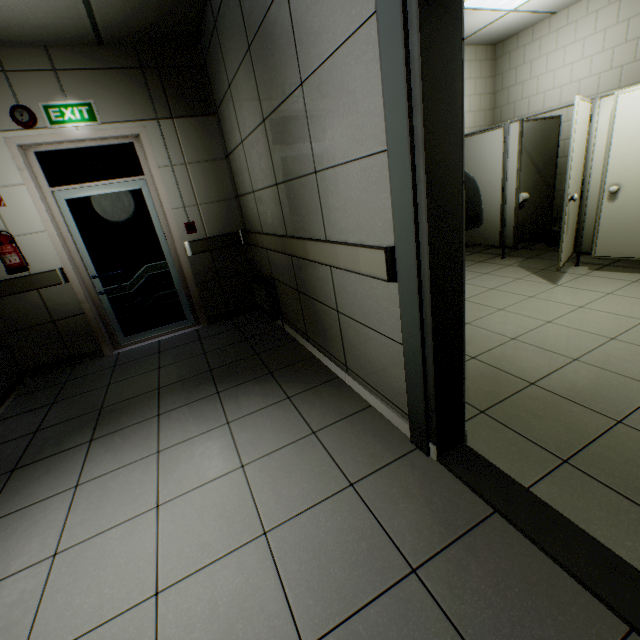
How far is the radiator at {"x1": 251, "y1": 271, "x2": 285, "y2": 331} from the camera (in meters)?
3.81

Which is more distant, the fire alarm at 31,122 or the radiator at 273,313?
the radiator at 273,313

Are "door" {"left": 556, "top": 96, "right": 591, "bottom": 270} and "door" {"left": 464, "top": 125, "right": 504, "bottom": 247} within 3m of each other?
yes

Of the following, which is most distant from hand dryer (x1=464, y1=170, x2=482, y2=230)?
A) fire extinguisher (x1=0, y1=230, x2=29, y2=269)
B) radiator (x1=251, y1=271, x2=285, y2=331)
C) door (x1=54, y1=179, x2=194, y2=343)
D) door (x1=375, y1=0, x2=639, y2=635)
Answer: fire extinguisher (x1=0, y1=230, x2=29, y2=269)

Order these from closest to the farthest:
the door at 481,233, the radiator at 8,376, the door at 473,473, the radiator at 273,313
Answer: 1. the door at 473,473
2. the radiator at 8,376
3. the radiator at 273,313
4. the door at 481,233

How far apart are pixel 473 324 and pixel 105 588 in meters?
3.3 m

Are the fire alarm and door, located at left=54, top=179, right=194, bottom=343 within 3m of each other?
yes

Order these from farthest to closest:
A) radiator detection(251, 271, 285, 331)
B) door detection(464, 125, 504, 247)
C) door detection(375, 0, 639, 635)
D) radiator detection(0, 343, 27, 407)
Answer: door detection(464, 125, 504, 247) → radiator detection(251, 271, 285, 331) → radiator detection(0, 343, 27, 407) → door detection(375, 0, 639, 635)
